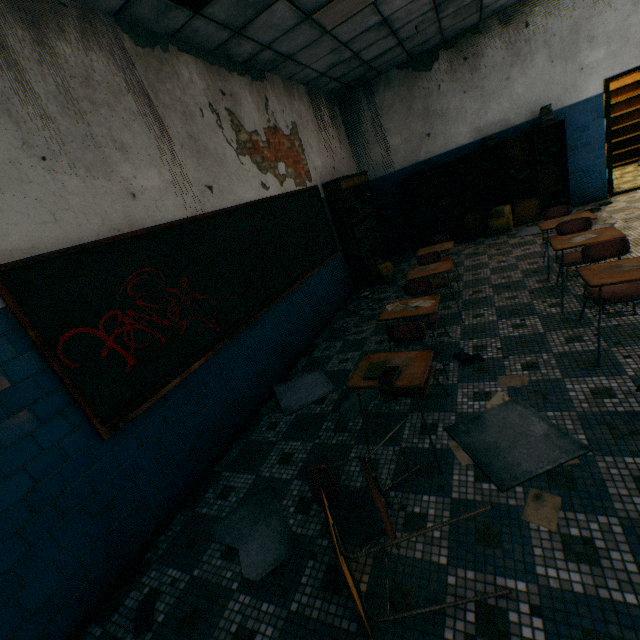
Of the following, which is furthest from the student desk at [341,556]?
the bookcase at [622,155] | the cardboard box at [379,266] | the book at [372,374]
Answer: the bookcase at [622,155]

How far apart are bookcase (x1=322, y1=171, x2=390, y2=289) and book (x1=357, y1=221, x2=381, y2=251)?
0.0 meters

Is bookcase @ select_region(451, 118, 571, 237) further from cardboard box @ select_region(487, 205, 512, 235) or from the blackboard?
the blackboard

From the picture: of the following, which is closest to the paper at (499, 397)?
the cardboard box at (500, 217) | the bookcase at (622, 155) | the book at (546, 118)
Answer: the cardboard box at (500, 217)

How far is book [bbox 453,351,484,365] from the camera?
3.2 meters

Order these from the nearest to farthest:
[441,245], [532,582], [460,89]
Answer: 1. [532,582]
2. [441,245]
3. [460,89]

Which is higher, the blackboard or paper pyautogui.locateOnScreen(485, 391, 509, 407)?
the blackboard

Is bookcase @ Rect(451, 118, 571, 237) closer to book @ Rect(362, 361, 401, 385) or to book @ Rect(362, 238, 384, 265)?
book @ Rect(362, 238, 384, 265)
